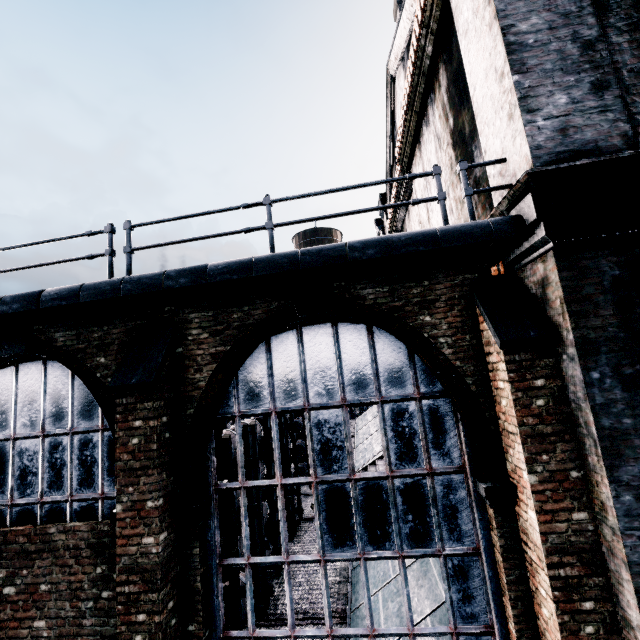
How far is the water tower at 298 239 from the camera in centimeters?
4231cm

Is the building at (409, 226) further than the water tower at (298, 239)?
No

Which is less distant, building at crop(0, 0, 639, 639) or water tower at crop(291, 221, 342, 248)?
building at crop(0, 0, 639, 639)

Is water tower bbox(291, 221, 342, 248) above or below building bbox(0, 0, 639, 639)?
above

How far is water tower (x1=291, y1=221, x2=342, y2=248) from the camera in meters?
42.3

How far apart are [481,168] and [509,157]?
2.1 meters
